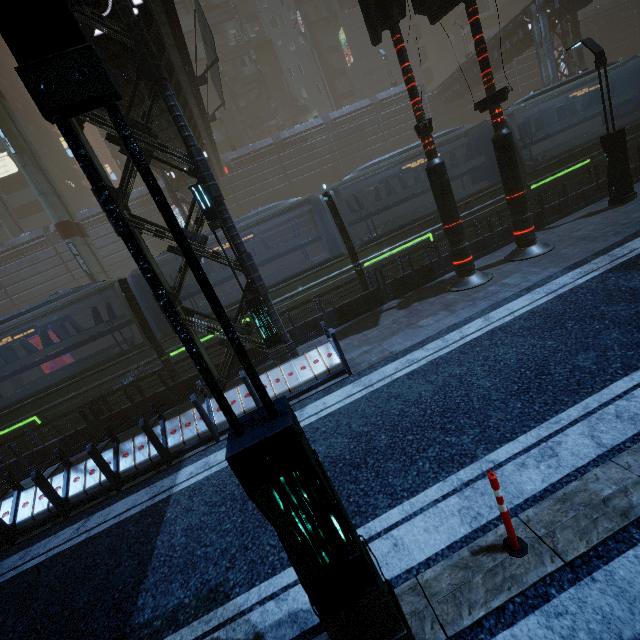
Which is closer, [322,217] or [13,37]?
[13,37]

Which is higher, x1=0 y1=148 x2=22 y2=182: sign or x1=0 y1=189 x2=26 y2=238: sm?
x1=0 y1=148 x2=22 y2=182: sign

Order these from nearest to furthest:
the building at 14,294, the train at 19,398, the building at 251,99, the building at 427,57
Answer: the train at 19,398 < the building at 14,294 < the building at 251,99 < the building at 427,57

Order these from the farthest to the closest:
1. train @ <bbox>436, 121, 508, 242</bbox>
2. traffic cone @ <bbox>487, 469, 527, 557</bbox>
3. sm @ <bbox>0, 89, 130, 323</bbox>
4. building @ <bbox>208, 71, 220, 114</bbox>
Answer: building @ <bbox>208, 71, 220, 114</bbox> < sm @ <bbox>0, 89, 130, 323</bbox> < train @ <bbox>436, 121, 508, 242</bbox> < traffic cone @ <bbox>487, 469, 527, 557</bbox>

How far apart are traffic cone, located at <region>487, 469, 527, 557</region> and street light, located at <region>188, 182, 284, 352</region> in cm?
724

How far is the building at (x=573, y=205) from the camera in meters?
12.8

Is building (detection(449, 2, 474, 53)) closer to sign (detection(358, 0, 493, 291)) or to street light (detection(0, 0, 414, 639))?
sign (detection(358, 0, 493, 291))

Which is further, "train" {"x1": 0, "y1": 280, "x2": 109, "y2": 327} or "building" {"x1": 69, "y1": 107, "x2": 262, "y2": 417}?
"train" {"x1": 0, "y1": 280, "x2": 109, "y2": 327}
